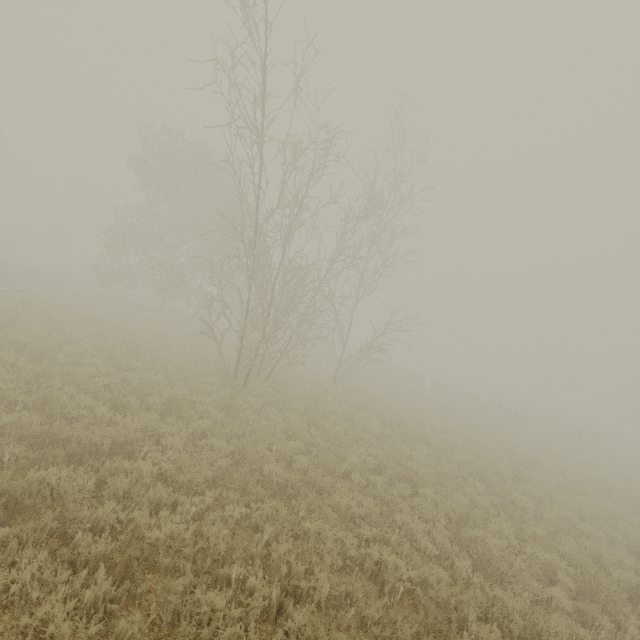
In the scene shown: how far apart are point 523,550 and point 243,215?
26.32m
